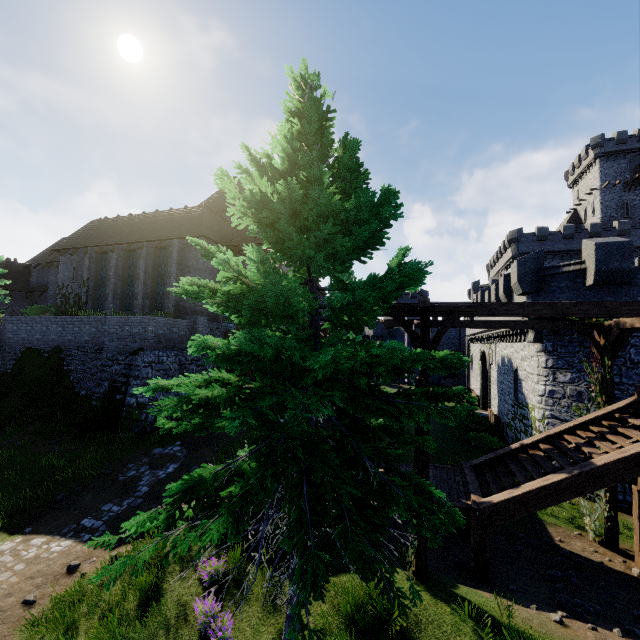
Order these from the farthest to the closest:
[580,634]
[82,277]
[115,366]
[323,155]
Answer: [82,277]
[115,366]
[580,634]
[323,155]

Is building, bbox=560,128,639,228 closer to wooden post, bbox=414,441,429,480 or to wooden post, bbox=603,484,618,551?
wooden post, bbox=603,484,618,551

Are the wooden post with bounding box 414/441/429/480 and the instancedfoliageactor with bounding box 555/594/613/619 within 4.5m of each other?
yes

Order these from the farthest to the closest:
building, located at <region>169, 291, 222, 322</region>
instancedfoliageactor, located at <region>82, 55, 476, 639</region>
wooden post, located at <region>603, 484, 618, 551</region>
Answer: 1. building, located at <region>169, 291, 222, 322</region>
2. wooden post, located at <region>603, 484, 618, 551</region>
3. instancedfoliageactor, located at <region>82, 55, 476, 639</region>

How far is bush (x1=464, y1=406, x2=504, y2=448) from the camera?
21.78m

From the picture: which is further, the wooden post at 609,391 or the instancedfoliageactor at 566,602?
the wooden post at 609,391

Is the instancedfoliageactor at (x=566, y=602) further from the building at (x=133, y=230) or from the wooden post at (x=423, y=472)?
the building at (x=133, y=230)

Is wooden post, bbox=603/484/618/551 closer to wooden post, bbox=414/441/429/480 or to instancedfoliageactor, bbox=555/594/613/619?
instancedfoliageactor, bbox=555/594/613/619
